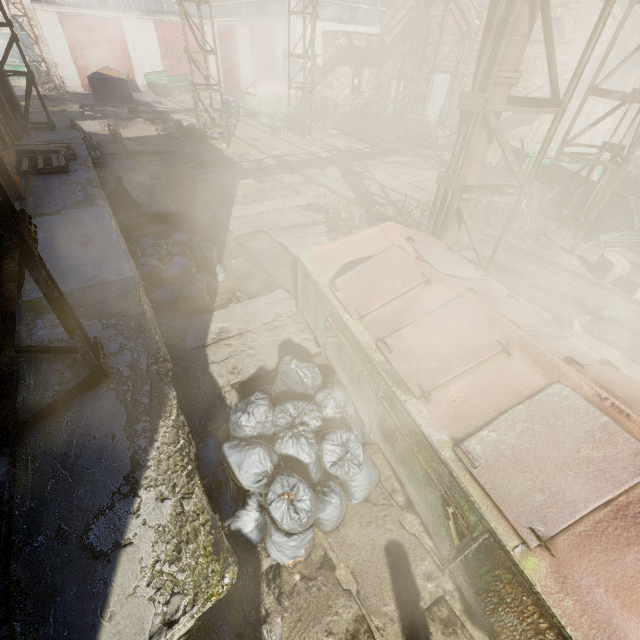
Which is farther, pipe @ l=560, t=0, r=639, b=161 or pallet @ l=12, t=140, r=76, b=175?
pallet @ l=12, t=140, r=76, b=175

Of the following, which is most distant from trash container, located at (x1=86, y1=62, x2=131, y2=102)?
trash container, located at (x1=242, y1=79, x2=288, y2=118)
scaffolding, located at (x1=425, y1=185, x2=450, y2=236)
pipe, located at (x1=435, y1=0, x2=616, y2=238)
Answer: scaffolding, located at (x1=425, y1=185, x2=450, y2=236)

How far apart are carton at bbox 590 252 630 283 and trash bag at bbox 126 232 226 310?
8.1 meters

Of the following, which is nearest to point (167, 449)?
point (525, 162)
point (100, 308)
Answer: point (100, 308)

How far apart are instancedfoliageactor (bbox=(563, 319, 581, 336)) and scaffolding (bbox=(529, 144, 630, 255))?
3.21m

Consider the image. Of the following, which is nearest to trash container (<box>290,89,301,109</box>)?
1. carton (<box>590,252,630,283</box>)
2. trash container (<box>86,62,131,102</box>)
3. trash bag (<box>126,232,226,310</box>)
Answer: trash container (<box>86,62,131,102</box>)

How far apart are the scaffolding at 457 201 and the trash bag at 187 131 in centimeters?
1223cm
